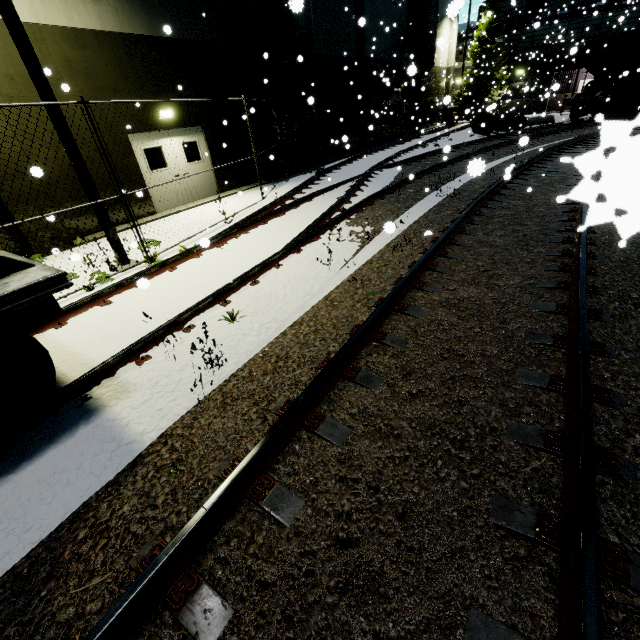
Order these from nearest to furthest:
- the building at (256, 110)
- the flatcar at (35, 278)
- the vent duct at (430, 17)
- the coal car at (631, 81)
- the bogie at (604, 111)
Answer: the flatcar at (35, 278), the building at (256, 110), the coal car at (631, 81), the bogie at (604, 111), the vent duct at (430, 17)

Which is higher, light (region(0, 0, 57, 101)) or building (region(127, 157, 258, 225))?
light (region(0, 0, 57, 101))

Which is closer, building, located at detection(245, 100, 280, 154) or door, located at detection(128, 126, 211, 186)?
door, located at detection(128, 126, 211, 186)

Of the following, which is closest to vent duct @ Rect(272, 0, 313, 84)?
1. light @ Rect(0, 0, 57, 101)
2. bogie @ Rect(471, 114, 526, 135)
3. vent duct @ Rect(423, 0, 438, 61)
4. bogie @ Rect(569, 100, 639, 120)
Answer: light @ Rect(0, 0, 57, 101)

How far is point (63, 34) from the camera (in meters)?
Answer: 8.38

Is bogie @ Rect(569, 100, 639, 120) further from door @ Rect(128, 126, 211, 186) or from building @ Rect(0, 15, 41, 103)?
door @ Rect(128, 126, 211, 186)

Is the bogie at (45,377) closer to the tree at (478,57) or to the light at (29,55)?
the light at (29,55)

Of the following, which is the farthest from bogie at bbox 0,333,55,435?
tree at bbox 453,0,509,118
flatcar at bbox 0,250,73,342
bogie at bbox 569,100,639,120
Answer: bogie at bbox 569,100,639,120
